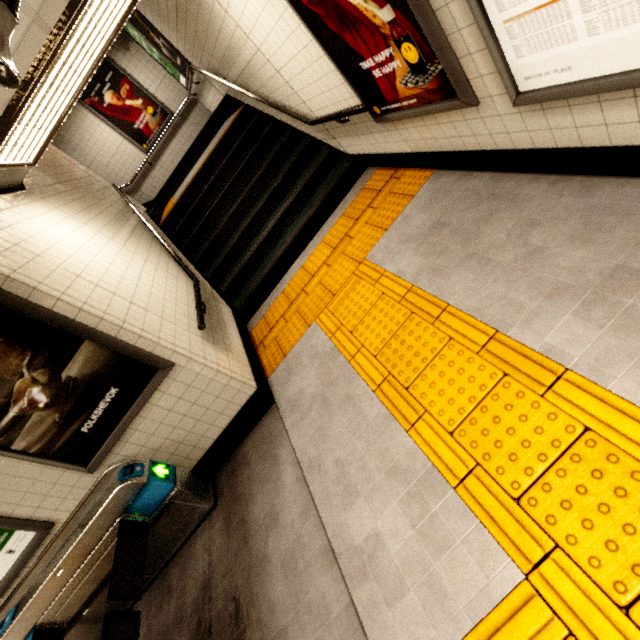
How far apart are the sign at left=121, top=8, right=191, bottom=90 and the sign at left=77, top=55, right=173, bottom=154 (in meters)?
1.74

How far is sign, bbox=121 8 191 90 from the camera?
5.8 meters

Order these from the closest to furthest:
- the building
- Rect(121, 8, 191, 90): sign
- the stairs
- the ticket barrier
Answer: the ticket barrier, the stairs, Rect(121, 8, 191, 90): sign, the building

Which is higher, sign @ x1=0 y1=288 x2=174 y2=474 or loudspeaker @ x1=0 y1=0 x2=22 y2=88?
loudspeaker @ x1=0 y1=0 x2=22 y2=88

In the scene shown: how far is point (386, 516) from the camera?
2.0 meters

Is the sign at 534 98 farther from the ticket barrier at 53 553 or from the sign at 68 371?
the ticket barrier at 53 553

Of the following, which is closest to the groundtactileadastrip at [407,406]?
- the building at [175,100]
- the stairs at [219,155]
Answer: the stairs at [219,155]

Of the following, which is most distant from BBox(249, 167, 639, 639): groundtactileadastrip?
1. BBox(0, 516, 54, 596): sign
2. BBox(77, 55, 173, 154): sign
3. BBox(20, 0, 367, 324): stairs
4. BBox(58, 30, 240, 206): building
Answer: BBox(77, 55, 173, 154): sign
